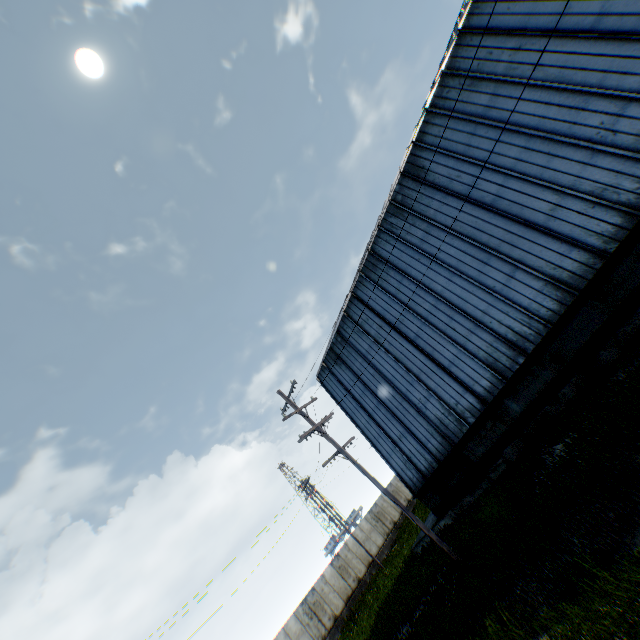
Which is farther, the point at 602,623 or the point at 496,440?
the point at 496,440
